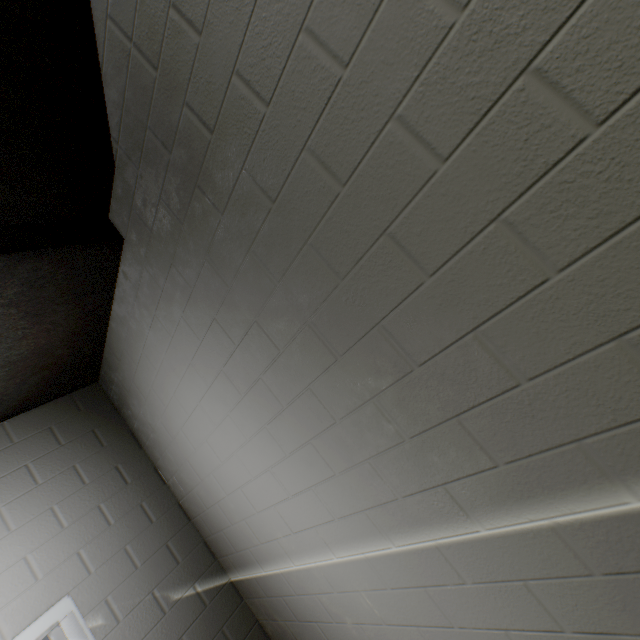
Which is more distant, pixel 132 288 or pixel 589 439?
pixel 132 288

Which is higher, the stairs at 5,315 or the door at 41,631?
the stairs at 5,315

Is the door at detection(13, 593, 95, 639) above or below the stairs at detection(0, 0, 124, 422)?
below
